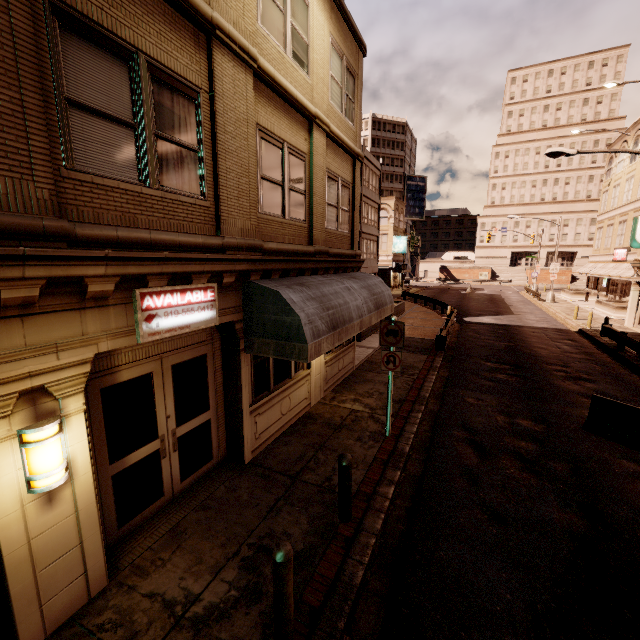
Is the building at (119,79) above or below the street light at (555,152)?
below

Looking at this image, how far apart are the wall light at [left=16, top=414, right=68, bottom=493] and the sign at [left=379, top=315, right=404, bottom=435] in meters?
6.1

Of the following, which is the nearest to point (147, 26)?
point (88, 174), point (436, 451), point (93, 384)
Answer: point (88, 174)

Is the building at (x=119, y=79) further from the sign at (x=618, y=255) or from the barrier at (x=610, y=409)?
the sign at (x=618, y=255)

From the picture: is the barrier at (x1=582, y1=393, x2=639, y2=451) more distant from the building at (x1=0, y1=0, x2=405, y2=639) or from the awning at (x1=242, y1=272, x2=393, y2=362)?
the building at (x1=0, y1=0, x2=405, y2=639)

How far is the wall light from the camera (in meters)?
3.41

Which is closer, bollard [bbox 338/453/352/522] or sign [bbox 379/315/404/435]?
bollard [bbox 338/453/352/522]

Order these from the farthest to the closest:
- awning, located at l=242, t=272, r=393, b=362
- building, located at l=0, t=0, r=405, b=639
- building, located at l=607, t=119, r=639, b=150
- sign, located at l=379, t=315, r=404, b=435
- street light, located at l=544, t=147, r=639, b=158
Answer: building, located at l=607, t=119, r=639, b=150 → street light, located at l=544, t=147, r=639, b=158 → sign, located at l=379, t=315, r=404, b=435 → awning, located at l=242, t=272, r=393, b=362 → building, located at l=0, t=0, r=405, b=639
